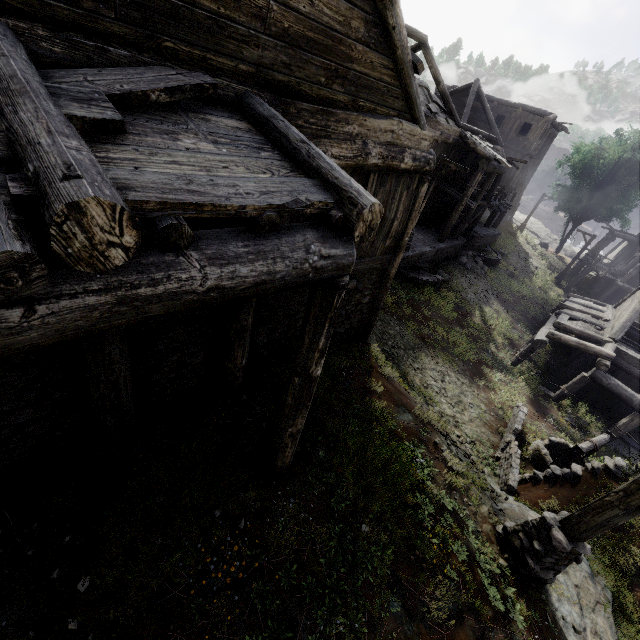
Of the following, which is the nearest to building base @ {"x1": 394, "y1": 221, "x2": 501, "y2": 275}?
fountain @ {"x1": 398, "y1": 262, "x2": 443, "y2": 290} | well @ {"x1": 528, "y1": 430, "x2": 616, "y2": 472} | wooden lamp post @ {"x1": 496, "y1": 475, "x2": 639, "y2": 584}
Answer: fountain @ {"x1": 398, "y1": 262, "x2": 443, "y2": 290}

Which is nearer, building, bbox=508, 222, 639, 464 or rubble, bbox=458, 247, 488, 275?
building, bbox=508, 222, 639, 464

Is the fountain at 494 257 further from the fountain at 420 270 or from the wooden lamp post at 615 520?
the wooden lamp post at 615 520

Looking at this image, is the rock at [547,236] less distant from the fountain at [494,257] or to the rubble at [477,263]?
the fountain at [494,257]

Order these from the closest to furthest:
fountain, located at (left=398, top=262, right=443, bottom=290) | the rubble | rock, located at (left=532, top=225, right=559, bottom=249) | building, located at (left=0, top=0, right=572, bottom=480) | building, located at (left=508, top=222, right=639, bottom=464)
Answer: building, located at (left=0, top=0, right=572, bottom=480), building, located at (left=508, top=222, right=639, bottom=464), fountain, located at (left=398, top=262, right=443, bottom=290), the rubble, rock, located at (left=532, top=225, right=559, bottom=249)

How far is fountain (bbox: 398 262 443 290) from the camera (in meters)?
17.27

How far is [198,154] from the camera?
2.7m

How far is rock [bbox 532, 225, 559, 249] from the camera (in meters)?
43.72
